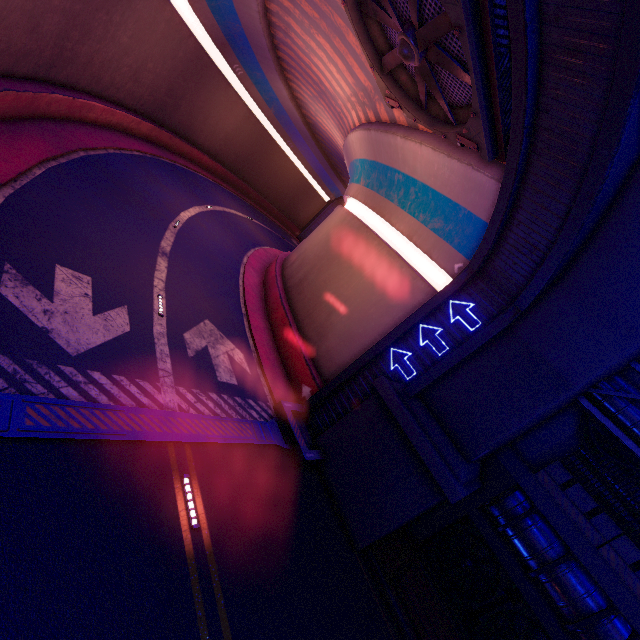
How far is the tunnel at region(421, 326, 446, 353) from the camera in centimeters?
1164cm

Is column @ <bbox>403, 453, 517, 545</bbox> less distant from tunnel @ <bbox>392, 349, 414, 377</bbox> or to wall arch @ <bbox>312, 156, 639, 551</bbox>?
wall arch @ <bbox>312, 156, 639, 551</bbox>

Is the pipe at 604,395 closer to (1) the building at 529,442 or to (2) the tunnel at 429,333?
(1) the building at 529,442

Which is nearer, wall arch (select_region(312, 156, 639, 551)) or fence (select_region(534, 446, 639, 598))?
wall arch (select_region(312, 156, 639, 551))

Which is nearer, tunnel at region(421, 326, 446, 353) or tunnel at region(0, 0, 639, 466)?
tunnel at region(0, 0, 639, 466)

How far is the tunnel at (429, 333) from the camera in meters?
11.6

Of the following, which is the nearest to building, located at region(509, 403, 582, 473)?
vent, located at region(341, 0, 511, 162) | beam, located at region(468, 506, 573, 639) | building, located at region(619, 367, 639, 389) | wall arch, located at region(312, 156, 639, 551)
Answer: wall arch, located at region(312, 156, 639, 551)

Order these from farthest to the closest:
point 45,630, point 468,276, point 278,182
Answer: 1. point 278,182
2. point 468,276
3. point 45,630
